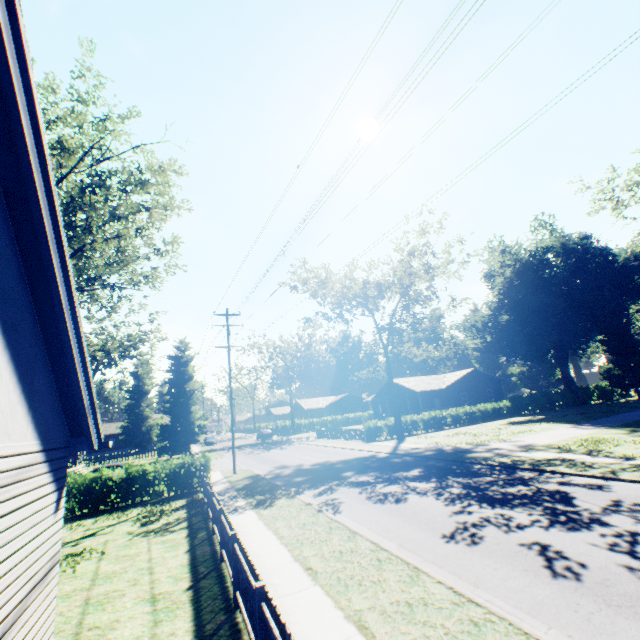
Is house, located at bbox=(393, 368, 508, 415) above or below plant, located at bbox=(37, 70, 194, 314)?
below

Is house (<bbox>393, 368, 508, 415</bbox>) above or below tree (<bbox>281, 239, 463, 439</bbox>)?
below

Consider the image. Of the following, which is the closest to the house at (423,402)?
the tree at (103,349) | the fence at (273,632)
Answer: the fence at (273,632)

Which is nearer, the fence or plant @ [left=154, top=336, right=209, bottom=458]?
the fence

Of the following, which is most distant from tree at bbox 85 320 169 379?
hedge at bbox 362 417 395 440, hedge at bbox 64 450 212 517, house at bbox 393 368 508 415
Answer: house at bbox 393 368 508 415

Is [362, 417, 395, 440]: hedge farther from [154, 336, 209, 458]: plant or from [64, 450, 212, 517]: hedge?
[154, 336, 209, 458]: plant

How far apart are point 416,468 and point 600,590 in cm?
1170

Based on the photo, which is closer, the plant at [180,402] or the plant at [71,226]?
the plant at [71,226]
